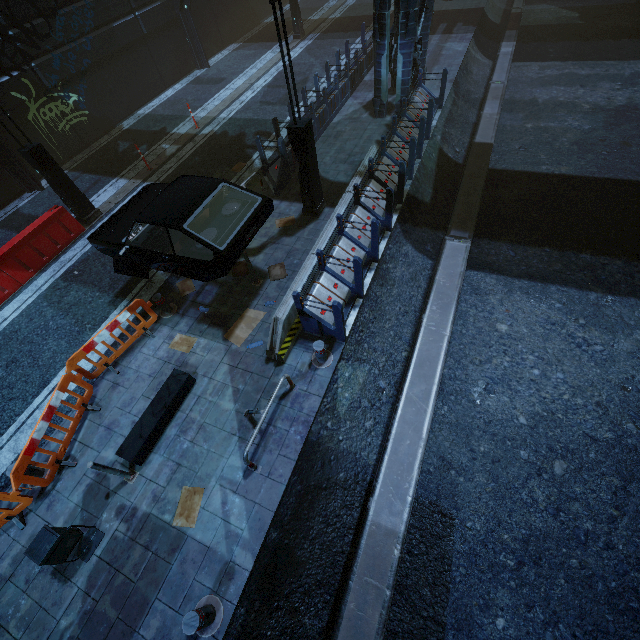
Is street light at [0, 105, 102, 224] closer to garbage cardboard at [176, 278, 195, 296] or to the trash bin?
garbage cardboard at [176, 278, 195, 296]

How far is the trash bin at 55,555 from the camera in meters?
4.5 m

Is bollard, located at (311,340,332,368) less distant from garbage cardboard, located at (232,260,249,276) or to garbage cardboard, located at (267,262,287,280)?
garbage cardboard, located at (267,262,287,280)

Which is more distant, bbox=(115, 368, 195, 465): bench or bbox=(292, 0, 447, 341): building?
bbox=(292, 0, 447, 341): building

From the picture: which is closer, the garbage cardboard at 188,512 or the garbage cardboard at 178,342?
the garbage cardboard at 188,512

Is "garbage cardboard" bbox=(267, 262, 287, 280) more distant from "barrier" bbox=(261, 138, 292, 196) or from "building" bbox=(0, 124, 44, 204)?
"barrier" bbox=(261, 138, 292, 196)

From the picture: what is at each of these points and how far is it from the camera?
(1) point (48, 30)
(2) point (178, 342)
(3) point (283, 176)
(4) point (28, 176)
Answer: (1) building, 12.3 meters
(2) garbage cardboard, 7.5 meters
(3) barrier, 10.3 meters
(4) building, 12.2 meters

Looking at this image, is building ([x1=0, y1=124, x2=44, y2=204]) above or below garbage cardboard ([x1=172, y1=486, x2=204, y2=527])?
above
